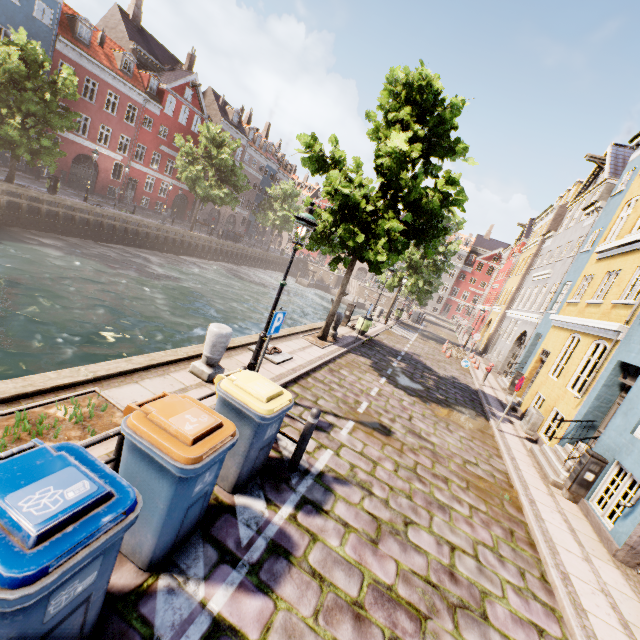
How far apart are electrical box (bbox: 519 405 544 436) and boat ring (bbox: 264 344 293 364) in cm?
871

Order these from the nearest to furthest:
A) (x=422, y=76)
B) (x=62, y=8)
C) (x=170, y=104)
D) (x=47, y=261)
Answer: (x=422, y=76), (x=47, y=261), (x=62, y=8), (x=170, y=104)

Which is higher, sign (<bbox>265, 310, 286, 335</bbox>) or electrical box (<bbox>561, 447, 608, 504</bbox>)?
sign (<bbox>265, 310, 286, 335</bbox>)

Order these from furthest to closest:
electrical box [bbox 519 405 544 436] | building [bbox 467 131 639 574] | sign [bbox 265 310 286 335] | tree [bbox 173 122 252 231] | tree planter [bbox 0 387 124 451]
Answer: tree [bbox 173 122 252 231], electrical box [bbox 519 405 544 436], building [bbox 467 131 639 574], sign [bbox 265 310 286 335], tree planter [bbox 0 387 124 451]

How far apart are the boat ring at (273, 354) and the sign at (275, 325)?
2.5 meters

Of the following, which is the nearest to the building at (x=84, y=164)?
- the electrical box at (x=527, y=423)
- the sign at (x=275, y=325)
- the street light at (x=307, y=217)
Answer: the street light at (x=307, y=217)

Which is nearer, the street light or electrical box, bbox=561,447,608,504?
the street light

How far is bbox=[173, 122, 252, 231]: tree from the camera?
29.8m
